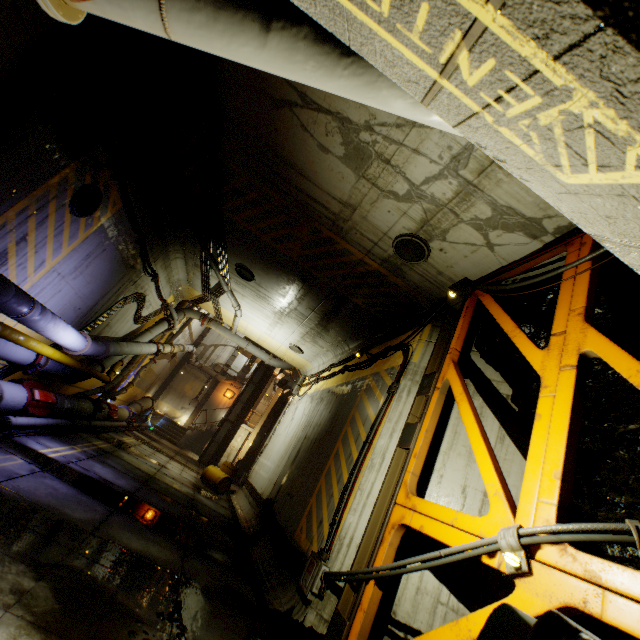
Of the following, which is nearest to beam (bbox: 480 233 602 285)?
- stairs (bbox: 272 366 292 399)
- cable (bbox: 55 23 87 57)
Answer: cable (bbox: 55 23 87 57)

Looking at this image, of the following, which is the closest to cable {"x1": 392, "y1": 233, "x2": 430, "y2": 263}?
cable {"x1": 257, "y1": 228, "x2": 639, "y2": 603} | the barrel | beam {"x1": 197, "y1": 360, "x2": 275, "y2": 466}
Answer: cable {"x1": 257, "y1": 228, "x2": 639, "y2": 603}

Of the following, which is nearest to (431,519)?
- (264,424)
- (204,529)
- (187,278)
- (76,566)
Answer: (76,566)

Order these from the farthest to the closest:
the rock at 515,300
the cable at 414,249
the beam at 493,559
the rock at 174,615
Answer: the cable at 414,249 → the rock at 515,300 → the rock at 174,615 → the beam at 493,559

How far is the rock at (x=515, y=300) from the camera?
5.4 meters

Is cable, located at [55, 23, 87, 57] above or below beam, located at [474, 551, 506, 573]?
above

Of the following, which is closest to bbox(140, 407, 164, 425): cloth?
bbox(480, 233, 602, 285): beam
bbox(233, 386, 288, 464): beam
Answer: bbox(233, 386, 288, 464): beam

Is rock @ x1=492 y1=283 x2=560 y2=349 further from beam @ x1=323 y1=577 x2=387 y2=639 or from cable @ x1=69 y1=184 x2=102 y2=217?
cable @ x1=69 y1=184 x2=102 y2=217
